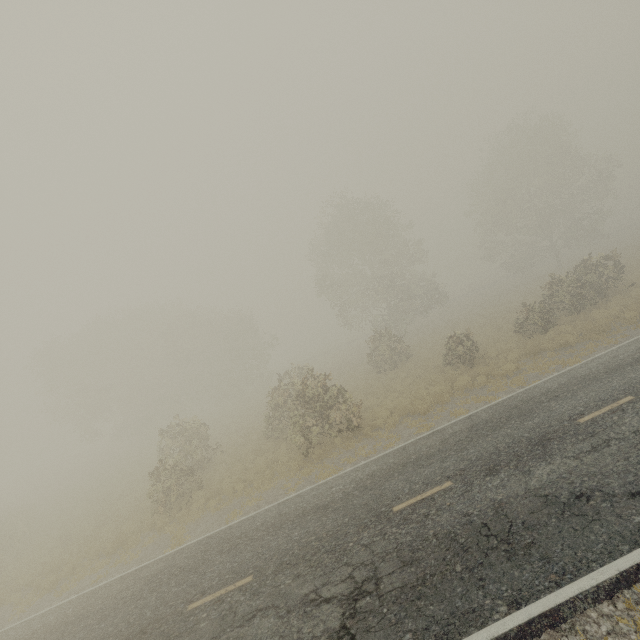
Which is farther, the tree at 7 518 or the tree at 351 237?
the tree at 351 237

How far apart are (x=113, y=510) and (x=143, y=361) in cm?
2867

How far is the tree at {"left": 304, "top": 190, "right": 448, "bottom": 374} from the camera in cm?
2694

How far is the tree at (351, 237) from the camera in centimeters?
2694cm

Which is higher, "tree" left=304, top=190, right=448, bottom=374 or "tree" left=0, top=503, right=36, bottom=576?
"tree" left=304, top=190, right=448, bottom=374

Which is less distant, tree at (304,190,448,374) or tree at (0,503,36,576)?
tree at (0,503,36,576)
